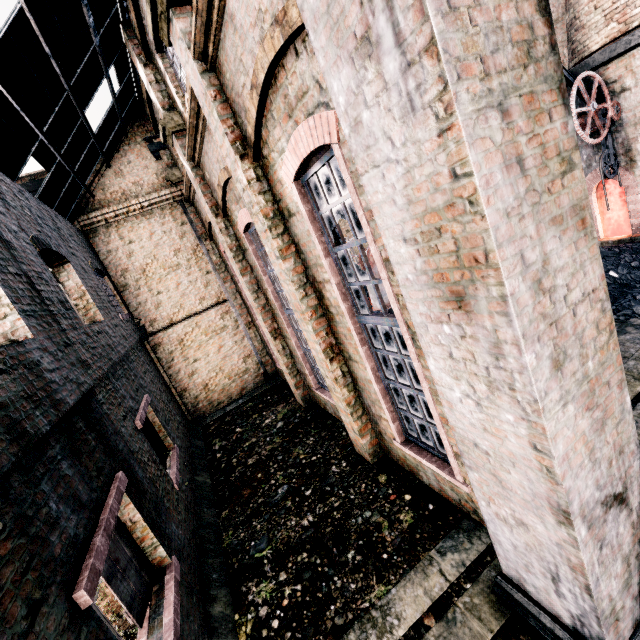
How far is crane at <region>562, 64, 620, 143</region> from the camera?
10.4 meters

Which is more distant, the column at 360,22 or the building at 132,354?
the building at 132,354

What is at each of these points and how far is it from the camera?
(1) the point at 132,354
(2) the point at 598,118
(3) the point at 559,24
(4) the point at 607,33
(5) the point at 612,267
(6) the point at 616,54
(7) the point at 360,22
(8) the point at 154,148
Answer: (1) building, 10.2m
(2) crane, 10.9m
(3) building, 15.6m
(4) chimney, 11.4m
(5) coal pile, 11.0m
(6) furnace, 10.9m
(7) column, 2.2m
(8) column, 13.3m

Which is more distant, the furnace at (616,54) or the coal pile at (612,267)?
the furnace at (616,54)

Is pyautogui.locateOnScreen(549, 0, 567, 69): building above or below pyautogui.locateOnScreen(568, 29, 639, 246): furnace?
above

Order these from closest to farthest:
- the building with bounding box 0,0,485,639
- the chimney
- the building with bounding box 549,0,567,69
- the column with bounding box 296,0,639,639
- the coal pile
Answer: the column with bounding box 296,0,639,639 → the building with bounding box 0,0,485,639 → the coal pile → the chimney → the building with bounding box 549,0,567,69

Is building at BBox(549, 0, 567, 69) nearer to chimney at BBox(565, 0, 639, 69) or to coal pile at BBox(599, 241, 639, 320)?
chimney at BBox(565, 0, 639, 69)

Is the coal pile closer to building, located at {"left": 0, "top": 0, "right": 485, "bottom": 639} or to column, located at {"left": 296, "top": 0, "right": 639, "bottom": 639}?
building, located at {"left": 0, "top": 0, "right": 485, "bottom": 639}
